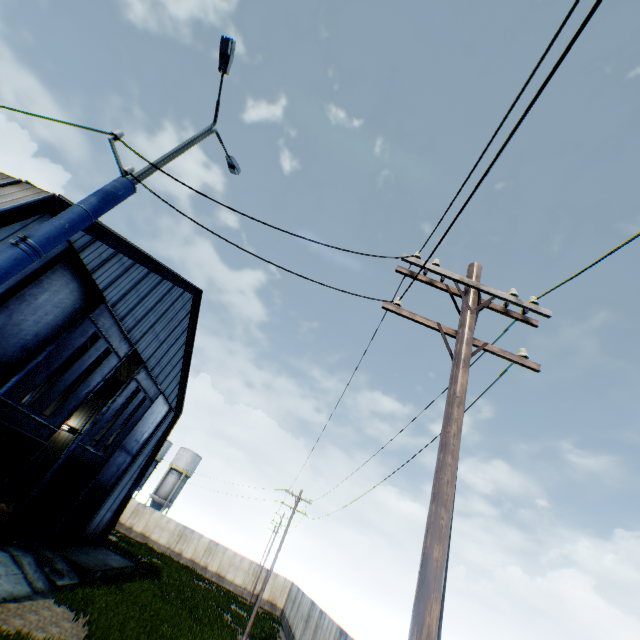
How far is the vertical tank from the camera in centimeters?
4909cm

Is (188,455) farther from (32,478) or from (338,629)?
(338,629)

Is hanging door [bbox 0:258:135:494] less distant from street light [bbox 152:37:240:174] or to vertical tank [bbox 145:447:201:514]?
street light [bbox 152:37:240:174]

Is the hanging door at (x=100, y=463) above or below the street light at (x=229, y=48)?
below

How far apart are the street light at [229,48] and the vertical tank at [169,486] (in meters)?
56.25

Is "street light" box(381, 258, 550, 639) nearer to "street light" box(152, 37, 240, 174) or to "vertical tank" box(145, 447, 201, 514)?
"street light" box(152, 37, 240, 174)

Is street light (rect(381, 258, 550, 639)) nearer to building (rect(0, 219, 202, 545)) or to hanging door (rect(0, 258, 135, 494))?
building (rect(0, 219, 202, 545))

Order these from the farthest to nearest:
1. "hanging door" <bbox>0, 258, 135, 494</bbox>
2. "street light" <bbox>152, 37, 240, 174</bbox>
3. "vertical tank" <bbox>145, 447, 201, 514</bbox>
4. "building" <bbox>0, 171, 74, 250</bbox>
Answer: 1. "vertical tank" <bbox>145, 447, 201, 514</bbox>
2. "hanging door" <bbox>0, 258, 135, 494</bbox>
3. "building" <bbox>0, 171, 74, 250</bbox>
4. "street light" <bbox>152, 37, 240, 174</bbox>
